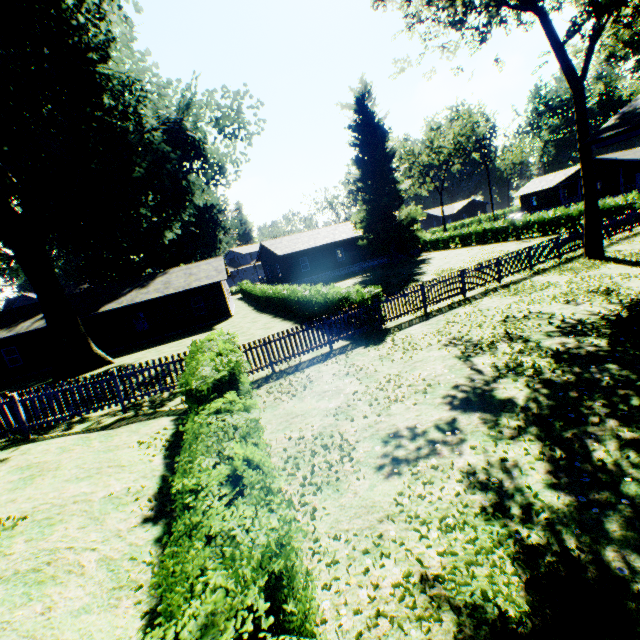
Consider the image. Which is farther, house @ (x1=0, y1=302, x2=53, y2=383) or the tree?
house @ (x1=0, y1=302, x2=53, y2=383)

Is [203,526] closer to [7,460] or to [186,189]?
[7,460]

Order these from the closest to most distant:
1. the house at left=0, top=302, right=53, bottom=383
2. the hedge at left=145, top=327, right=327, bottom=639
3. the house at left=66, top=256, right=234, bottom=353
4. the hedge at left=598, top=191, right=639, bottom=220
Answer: the hedge at left=145, top=327, right=327, bottom=639
the hedge at left=598, top=191, right=639, bottom=220
the house at left=0, top=302, right=53, bottom=383
the house at left=66, top=256, right=234, bottom=353

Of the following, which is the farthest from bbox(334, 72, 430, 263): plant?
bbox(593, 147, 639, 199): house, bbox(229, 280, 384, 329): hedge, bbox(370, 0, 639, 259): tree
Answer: bbox(593, 147, 639, 199): house

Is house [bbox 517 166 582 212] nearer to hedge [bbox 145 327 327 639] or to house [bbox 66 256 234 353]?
house [bbox 66 256 234 353]

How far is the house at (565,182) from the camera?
48.66m

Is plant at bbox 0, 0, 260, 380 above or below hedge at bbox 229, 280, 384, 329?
above

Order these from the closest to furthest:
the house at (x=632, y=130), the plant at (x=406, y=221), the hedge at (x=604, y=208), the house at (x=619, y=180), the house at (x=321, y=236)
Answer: the house at (x=632, y=130) → the hedge at (x=604, y=208) → the plant at (x=406, y=221) → the house at (x=321, y=236) → the house at (x=619, y=180)
